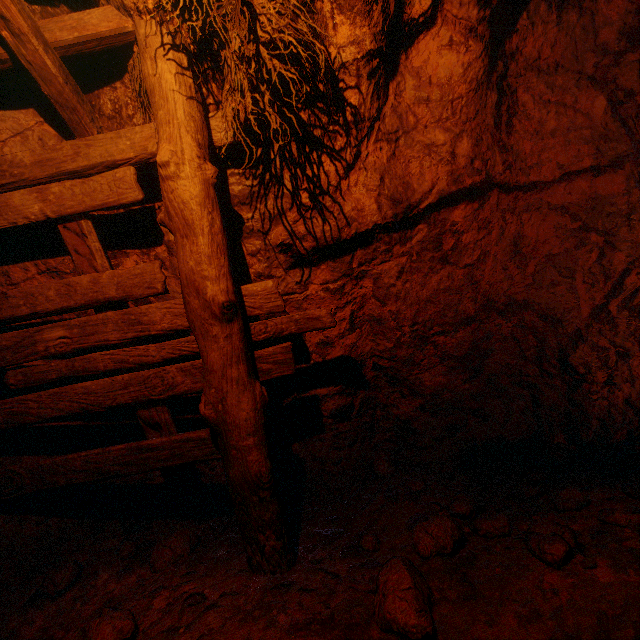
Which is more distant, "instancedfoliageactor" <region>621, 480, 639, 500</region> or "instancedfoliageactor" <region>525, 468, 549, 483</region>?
"instancedfoliageactor" <region>525, 468, 549, 483</region>

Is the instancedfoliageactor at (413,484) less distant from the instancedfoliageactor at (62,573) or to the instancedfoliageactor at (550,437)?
the instancedfoliageactor at (550,437)

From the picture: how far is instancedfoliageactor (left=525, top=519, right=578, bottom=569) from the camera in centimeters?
185cm

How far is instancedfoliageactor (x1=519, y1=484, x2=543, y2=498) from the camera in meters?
2.5 m

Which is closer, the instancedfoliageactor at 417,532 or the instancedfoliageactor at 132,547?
the instancedfoliageactor at 417,532

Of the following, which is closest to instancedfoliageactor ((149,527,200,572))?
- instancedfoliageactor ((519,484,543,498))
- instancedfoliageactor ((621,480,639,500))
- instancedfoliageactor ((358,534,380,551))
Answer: instancedfoliageactor ((358,534,380,551))

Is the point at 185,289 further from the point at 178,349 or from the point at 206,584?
the point at 206,584

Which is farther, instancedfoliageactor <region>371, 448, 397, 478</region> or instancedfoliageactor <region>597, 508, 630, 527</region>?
instancedfoliageactor <region>371, 448, 397, 478</region>
